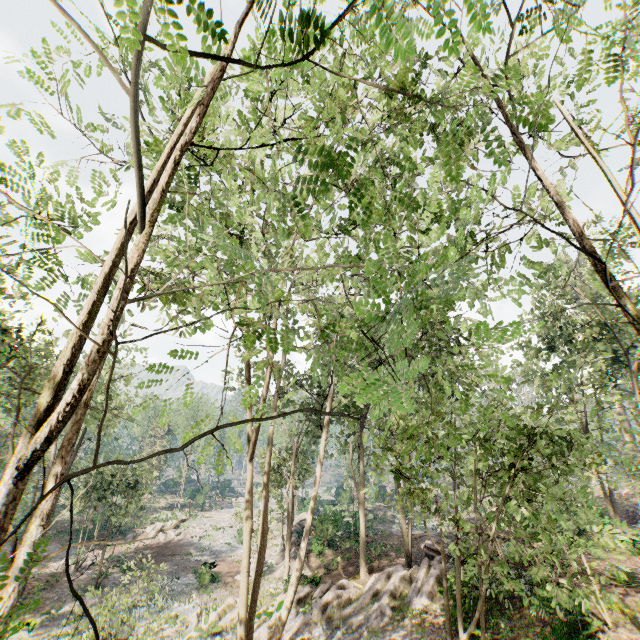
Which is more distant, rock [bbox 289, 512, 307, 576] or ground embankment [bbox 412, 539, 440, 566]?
rock [bbox 289, 512, 307, 576]

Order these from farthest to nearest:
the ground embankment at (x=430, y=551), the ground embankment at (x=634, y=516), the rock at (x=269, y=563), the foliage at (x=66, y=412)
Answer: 1. the ground embankment at (x=634, y=516)
2. the rock at (x=269, y=563)
3. the ground embankment at (x=430, y=551)
4. the foliage at (x=66, y=412)

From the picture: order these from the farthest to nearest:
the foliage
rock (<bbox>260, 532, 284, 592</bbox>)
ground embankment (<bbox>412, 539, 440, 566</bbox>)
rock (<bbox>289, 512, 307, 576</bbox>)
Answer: rock (<bbox>289, 512, 307, 576</bbox>), rock (<bbox>260, 532, 284, 592</bbox>), ground embankment (<bbox>412, 539, 440, 566</bbox>), the foliage

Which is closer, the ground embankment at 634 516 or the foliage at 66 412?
the foliage at 66 412

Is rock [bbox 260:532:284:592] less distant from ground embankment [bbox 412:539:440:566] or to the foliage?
the foliage

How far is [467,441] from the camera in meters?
8.2 m

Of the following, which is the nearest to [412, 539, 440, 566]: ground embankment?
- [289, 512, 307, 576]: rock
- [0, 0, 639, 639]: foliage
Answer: [0, 0, 639, 639]: foliage

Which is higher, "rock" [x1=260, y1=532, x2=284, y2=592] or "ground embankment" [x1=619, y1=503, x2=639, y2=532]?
"ground embankment" [x1=619, y1=503, x2=639, y2=532]
